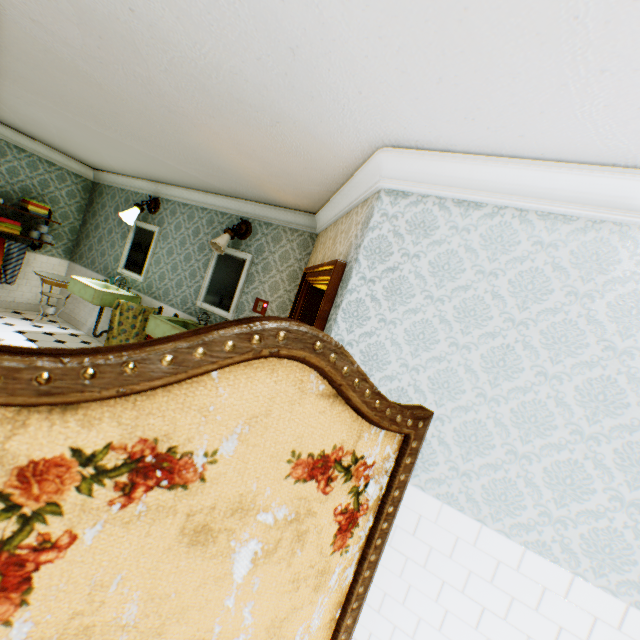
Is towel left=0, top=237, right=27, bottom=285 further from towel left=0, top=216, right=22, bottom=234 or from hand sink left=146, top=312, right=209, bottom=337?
hand sink left=146, top=312, right=209, bottom=337

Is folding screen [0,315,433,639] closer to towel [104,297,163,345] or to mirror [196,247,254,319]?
mirror [196,247,254,319]

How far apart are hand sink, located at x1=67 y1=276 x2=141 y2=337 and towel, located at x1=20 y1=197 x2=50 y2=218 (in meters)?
1.57

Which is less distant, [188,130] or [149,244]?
[188,130]

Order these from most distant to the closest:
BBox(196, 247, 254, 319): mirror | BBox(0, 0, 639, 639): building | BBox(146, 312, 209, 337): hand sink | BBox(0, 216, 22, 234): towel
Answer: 1. BBox(0, 216, 22, 234): towel
2. BBox(196, 247, 254, 319): mirror
3. BBox(146, 312, 209, 337): hand sink
4. BBox(0, 0, 639, 639): building

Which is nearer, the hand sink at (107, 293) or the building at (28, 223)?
the hand sink at (107, 293)

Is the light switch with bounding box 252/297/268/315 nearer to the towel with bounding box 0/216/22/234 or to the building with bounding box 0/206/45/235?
the building with bounding box 0/206/45/235

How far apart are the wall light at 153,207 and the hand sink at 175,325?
2.06m
